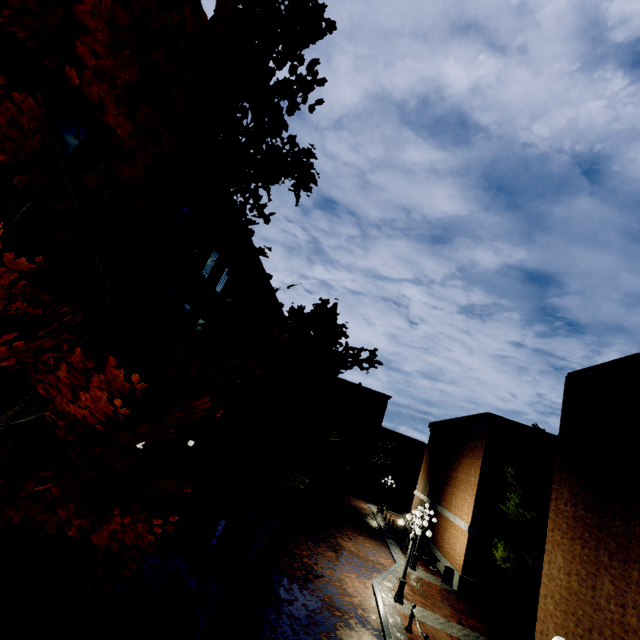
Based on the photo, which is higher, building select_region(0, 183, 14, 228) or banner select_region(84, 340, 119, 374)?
building select_region(0, 183, 14, 228)

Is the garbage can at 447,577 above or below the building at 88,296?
below

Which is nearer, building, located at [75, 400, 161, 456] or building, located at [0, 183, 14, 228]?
building, located at [0, 183, 14, 228]

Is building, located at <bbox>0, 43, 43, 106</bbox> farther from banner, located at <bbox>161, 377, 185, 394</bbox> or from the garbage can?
the garbage can

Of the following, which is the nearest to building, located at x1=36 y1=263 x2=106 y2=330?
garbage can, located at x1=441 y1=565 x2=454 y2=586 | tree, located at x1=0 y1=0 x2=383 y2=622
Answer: tree, located at x1=0 y1=0 x2=383 y2=622

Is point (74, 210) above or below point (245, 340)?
above

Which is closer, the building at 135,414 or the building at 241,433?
the building at 135,414
